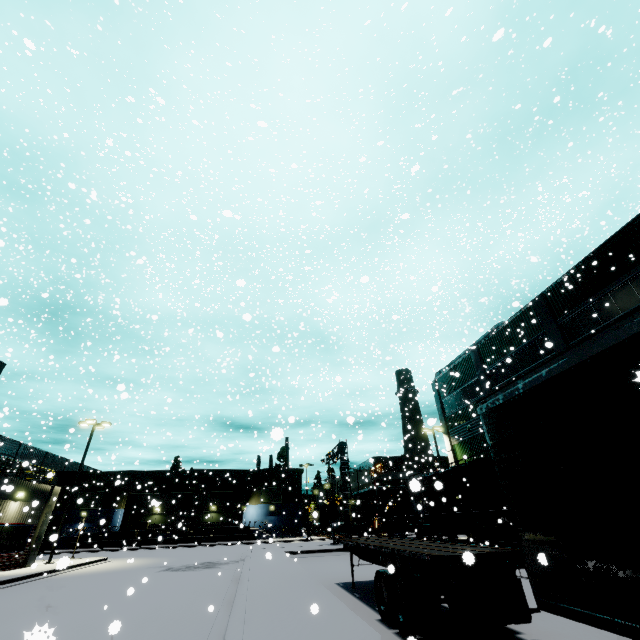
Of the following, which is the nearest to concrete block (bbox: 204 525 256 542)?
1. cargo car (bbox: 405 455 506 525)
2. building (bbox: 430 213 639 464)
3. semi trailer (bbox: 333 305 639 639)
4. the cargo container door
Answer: building (bbox: 430 213 639 464)

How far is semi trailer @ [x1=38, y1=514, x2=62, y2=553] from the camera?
22.2m

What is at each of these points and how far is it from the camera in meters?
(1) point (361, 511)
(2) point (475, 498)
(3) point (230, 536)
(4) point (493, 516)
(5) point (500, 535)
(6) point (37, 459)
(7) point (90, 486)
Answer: (1) cargo container door, 49.2
(2) cargo car, 20.8
(3) concrete block, 44.1
(4) cargo car, 19.9
(5) bogie, 18.8
(6) building, 58.0
(7) building, 54.2

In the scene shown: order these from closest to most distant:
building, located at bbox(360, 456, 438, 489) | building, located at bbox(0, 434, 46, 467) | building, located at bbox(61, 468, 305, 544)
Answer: building, located at bbox(360, 456, 438, 489)
building, located at bbox(61, 468, 305, 544)
building, located at bbox(0, 434, 46, 467)

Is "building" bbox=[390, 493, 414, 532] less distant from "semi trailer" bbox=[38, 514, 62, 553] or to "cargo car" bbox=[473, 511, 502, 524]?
"semi trailer" bbox=[38, 514, 62, 553]

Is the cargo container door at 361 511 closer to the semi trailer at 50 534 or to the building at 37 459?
the building at 37 459

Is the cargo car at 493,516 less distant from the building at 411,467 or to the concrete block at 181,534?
the building at 411,467

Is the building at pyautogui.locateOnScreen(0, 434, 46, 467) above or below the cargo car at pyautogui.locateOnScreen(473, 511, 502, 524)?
above
